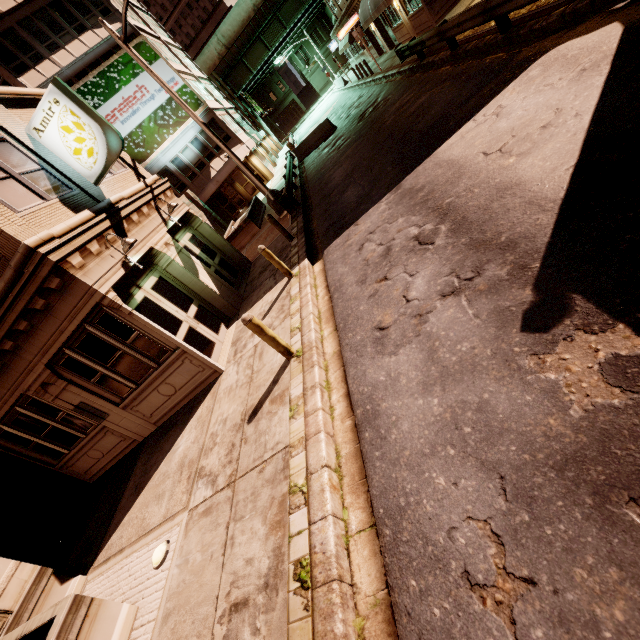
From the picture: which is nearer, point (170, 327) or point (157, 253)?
point (170, 327)

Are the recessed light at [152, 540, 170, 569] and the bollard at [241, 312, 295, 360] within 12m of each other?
yes

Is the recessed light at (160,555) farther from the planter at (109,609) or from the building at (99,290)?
the building at (99,290)

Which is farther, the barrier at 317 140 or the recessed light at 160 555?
the barrier at 317 140

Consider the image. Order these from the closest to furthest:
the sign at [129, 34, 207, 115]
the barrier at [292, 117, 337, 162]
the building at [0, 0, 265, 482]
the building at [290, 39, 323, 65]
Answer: the building at [0, 0, 265, 482], the barrier at [292, 117, 337, 162], the sign at [129, 34, 207, 115], the building at [290, 39, 323, 65]

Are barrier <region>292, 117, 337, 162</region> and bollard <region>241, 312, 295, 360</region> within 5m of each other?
no

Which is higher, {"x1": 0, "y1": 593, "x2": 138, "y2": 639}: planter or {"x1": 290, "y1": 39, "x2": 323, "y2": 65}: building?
{"x1": 290, "y1": 39, "x2": 323, "y2": 65}: building

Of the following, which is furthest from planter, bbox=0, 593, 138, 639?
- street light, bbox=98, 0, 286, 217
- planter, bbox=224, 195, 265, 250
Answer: planter, bbox=224, 195, 265, 250
